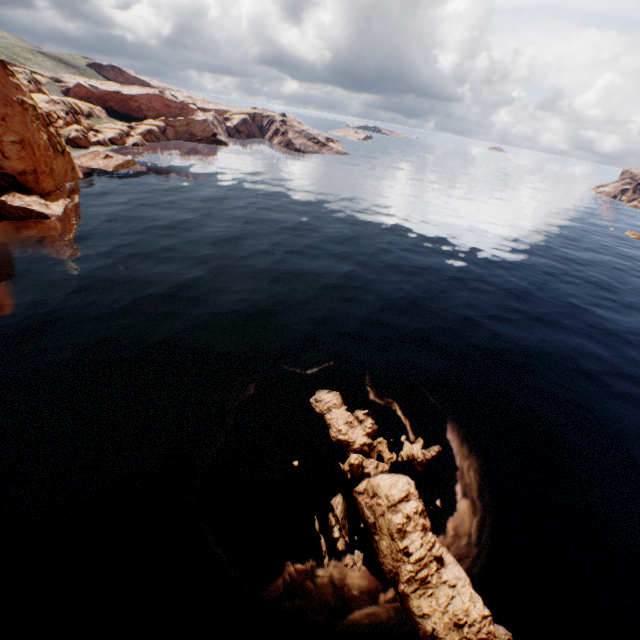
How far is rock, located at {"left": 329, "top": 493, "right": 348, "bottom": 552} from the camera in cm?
1689

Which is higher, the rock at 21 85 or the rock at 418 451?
the rock at 21 85

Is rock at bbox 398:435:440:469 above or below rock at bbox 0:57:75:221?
below

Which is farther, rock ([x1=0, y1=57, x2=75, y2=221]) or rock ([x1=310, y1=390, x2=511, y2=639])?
rock ([x1=0, y1=57, x2=75, y2=221])

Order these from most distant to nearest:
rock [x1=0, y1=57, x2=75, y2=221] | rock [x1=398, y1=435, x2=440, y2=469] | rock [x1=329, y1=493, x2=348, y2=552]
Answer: rock [x1=0, y1=57, x2=75, y2=221], rock [x1=398, y1=435, x2=440, y2=469], rock [x1=329, y1=493, x2=348, y2=552]

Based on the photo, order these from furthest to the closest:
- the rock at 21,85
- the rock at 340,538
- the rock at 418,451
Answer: the rock at 21,85 < the rock at 418,451 < the rock at 340,538

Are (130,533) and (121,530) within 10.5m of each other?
yes
